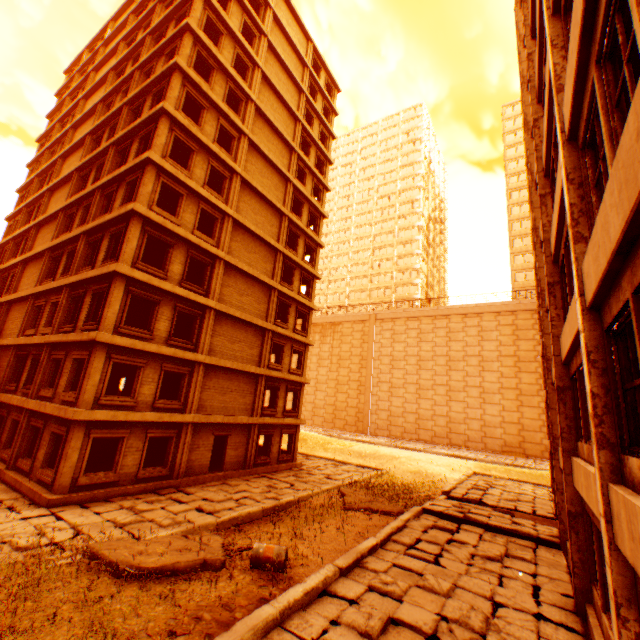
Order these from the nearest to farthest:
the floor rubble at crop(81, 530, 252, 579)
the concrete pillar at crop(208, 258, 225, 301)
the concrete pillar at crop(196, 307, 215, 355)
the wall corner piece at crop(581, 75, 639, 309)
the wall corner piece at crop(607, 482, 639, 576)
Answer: the wall corner piece at crop(581, 75, 639, 309) < the wall corner piece at crop(607, 482, 639, 576) < the floor rubble at crop(81, 530, 252, 579) < the concrete pillar at crop(196, 307, 215, 355) < the concrete pillar at crop(208, 258, 225, 301)

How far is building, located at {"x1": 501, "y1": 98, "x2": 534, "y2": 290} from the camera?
50.31m

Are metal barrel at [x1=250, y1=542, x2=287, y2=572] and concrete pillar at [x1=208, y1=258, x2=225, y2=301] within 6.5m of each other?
no

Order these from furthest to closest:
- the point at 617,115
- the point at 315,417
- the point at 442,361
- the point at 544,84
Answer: the point at 315,417 < the point at 442,361 < the point at 544,84 < the point at 617,115

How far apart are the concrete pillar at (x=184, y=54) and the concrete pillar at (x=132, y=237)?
9.5 meters

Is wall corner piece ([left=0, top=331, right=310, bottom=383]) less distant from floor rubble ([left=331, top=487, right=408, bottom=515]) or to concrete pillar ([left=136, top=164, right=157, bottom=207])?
concrete pillar ([left=136, top=164, right=157, bottom=207])

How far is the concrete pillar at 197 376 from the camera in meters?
16.8

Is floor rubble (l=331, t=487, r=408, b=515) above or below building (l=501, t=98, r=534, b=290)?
below
